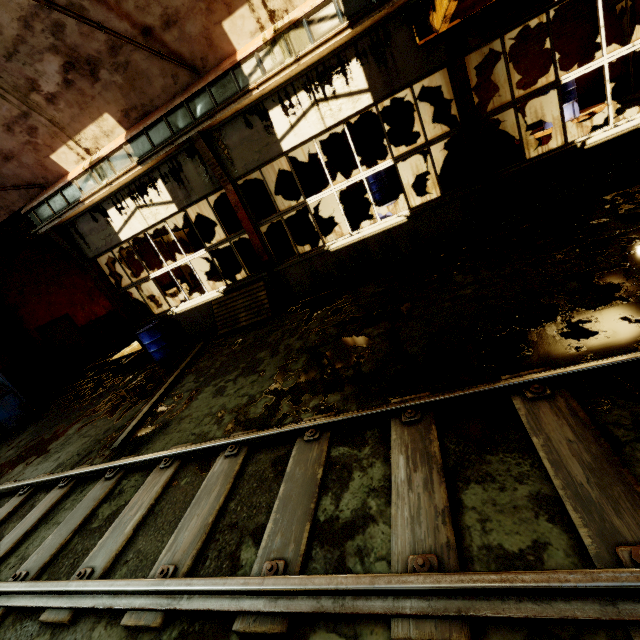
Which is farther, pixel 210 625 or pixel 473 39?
pixel 473 39

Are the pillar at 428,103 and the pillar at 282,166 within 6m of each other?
yes

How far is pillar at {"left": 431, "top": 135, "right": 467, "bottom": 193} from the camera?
10.12m

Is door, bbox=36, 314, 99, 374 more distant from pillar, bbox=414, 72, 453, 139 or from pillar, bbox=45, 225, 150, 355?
pillar, bbox=414, 72, 453, 139

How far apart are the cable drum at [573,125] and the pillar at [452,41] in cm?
279

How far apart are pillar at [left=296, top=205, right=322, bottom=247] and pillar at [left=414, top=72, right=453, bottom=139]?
4.2 meters

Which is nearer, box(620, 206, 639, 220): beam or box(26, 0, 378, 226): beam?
box(620, 206, 639, 220): beam

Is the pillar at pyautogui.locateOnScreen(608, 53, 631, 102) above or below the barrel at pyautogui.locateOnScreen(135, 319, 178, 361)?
above
